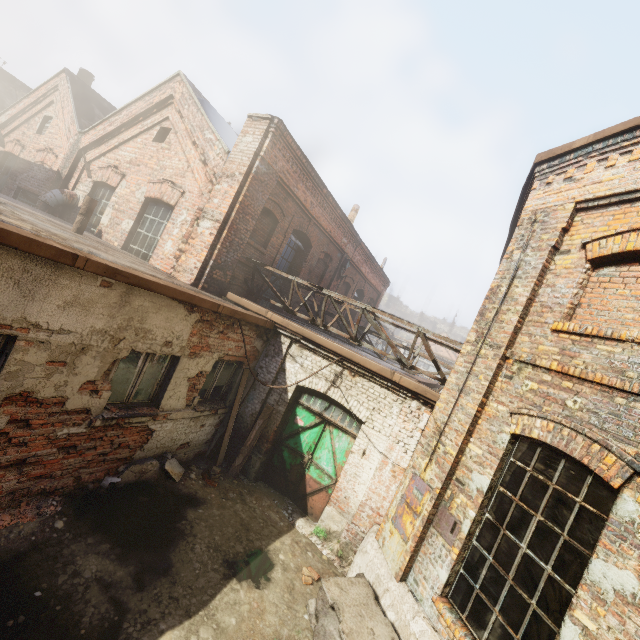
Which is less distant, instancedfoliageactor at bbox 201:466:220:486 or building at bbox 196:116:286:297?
instancedfoliageactor at bbox 201:466:220:486

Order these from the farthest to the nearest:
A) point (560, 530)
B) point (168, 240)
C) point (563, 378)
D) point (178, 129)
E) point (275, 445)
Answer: point (178, 129), point (168, 240), point (275, 445), point (563, 378), point (560, 530)

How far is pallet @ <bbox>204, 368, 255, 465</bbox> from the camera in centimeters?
762cm

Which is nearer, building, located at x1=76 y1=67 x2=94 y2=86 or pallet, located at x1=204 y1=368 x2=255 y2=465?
pallet, located at x1=204 y1=368 x2=255 y2=465

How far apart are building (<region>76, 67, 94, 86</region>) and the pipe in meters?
19.3

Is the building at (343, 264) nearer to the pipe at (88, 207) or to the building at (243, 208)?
the building at (243, 208)

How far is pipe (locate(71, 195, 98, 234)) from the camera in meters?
7.9

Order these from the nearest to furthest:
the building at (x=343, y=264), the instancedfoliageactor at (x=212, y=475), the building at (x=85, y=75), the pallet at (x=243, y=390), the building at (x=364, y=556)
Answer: the building at (x=364, y=556), the instancedfoliageactor at (x=212, y=475), the pallet at (x=243, y=390), the building at (x=343, y=264), the building at (x=85, y=75)
